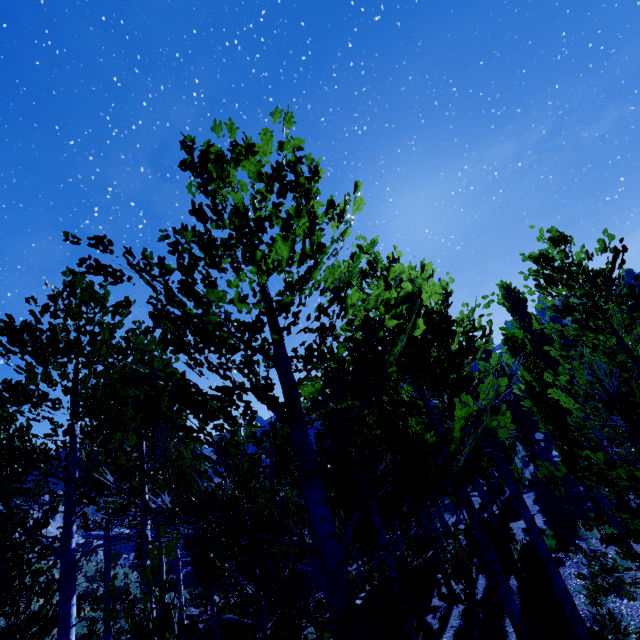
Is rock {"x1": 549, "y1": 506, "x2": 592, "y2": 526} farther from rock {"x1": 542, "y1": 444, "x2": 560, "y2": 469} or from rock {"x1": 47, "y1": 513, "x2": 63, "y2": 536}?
rock {"x1": 47, "y1": 513, "x2": 63, "y2": 536}

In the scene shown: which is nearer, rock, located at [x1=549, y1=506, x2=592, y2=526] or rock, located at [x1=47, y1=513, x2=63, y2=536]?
rock, located at [x1=549, y1=506, x2=592, y2=526]

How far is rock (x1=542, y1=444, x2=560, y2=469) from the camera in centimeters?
2519cm

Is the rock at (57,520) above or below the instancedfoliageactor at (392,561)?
above

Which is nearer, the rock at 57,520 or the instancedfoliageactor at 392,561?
the instancedfoliageactor at 392,561

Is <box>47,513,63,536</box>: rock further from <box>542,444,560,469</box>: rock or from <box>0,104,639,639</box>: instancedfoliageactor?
<box>542,444,560,469</box>: rock

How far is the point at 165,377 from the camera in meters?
2.0 m

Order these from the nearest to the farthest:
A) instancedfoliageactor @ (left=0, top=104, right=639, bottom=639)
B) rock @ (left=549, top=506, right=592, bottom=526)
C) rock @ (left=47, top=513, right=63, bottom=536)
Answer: instancedfoliageactor @ (left=0, top=104, right=639, bottom=639) → rock @ (left=549, top=506, right=592, bottom=526) → rock @ (left=47, top=513, right=63, bottom=536)
